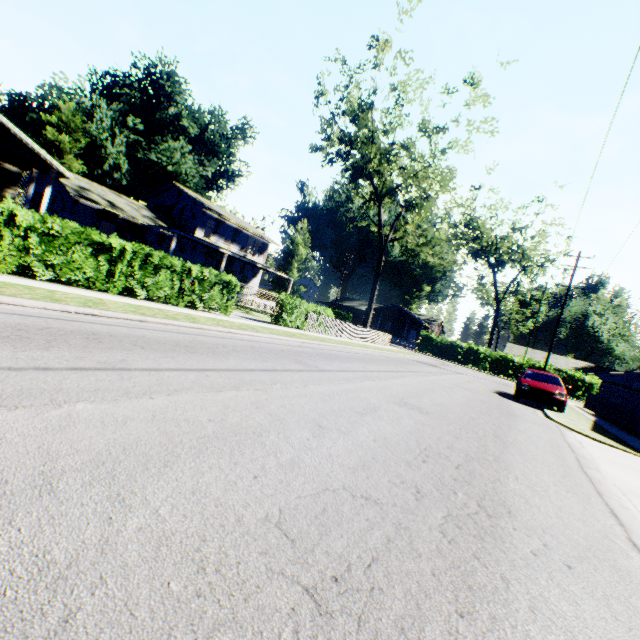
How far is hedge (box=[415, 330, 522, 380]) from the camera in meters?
40.1

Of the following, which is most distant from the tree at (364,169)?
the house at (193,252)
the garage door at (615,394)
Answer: the garage door at (615,394)

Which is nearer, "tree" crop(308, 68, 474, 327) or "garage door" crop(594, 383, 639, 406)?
"tree" crop(308, 68, 474, 327)

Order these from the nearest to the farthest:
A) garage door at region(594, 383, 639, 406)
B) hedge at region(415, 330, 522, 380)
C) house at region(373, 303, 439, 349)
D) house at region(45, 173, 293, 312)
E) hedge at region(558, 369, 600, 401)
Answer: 1. house at region(45, 173, 293, 312)
2. hedge at region(558, 369, 600, 401)
3. hedge at region(415, 330, 522, 380)
4. garage door at region(594, 383, 639, 406)
5. house at region(373, 303, 439, 349)

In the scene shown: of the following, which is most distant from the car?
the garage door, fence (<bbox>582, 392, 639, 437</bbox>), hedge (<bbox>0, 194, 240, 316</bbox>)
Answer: the garage door

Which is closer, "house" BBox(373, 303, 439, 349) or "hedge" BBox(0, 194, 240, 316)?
"hedge" BBox(0, 194, 240, 316)

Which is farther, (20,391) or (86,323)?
(86,323)

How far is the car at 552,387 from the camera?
13.8m
